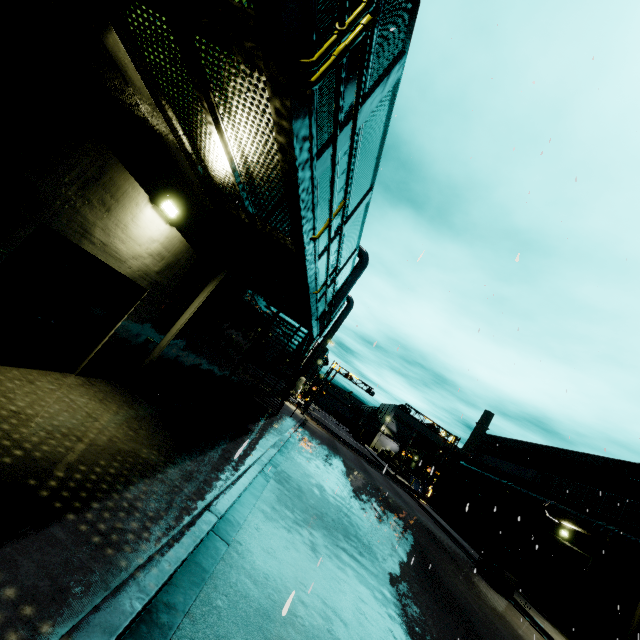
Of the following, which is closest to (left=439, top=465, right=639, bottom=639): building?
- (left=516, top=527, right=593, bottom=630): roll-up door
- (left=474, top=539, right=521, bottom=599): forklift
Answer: (left=516, top=527, right=593, bottom=630): roll-up door

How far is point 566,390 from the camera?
8.51m

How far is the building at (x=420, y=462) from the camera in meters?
53.7

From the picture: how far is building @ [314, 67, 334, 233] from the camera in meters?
9.1

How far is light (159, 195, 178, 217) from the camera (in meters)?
6.36

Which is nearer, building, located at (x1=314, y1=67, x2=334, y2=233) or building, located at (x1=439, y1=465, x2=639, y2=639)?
building, located at (x1=314, y1=67, x2=334, y2=233)

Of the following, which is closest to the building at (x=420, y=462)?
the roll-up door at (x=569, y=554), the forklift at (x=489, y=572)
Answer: A: the roll-up door at (x=569, y=554)

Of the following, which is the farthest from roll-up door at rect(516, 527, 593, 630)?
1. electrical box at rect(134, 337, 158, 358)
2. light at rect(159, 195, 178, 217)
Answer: light at rect(159, 195, 178, 217)
